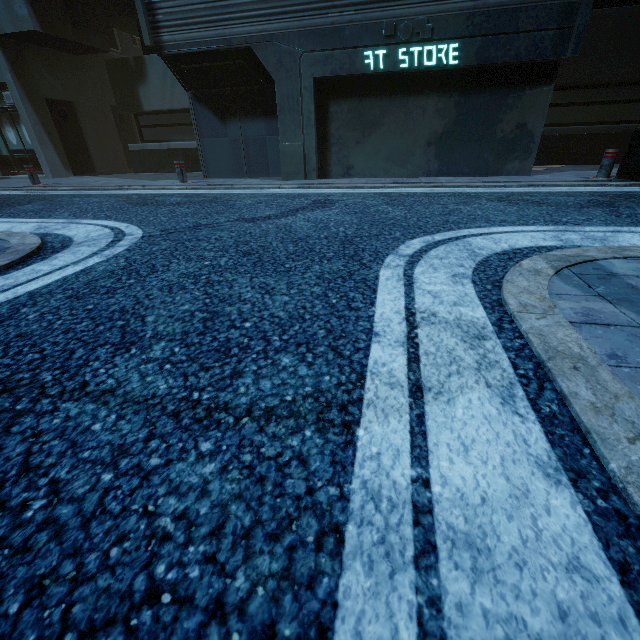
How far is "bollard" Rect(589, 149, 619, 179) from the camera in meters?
6.5 m

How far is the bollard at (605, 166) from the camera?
6.5 meters

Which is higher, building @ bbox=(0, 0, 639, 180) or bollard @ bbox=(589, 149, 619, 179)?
building @ bbox=(0, 0, 639, 180)

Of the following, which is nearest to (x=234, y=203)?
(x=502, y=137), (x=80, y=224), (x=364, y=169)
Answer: (x=80, y=224)

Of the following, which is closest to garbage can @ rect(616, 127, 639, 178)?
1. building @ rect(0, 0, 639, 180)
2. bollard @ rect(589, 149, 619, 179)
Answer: bollard @ rect(589, 149, 619, 179)

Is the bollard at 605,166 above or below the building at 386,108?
below

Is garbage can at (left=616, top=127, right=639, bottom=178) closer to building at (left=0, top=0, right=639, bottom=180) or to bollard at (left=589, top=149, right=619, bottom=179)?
bollard at (left=589, top=149, right=619, bottom=179)
